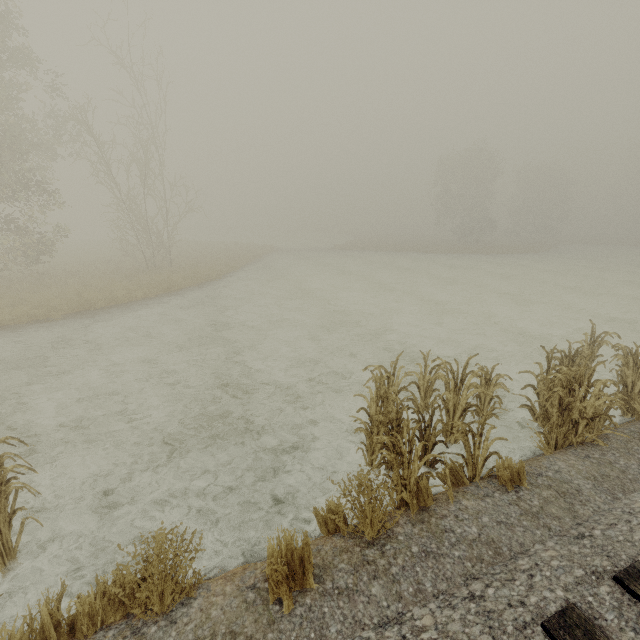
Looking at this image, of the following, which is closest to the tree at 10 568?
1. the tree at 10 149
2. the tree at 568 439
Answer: the tree at 568 439

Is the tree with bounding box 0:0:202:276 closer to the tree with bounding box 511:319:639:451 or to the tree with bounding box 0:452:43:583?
the tree with bounding box 0:452:43:583

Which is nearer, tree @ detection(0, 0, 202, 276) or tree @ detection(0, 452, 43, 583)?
tree @ detection(0, 452, 43, 583)

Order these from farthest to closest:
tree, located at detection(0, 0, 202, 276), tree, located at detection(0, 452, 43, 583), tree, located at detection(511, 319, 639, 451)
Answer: tree, located at detection(0, 0, 202, 276)
tree, located at detection(511, 319, 639, 451)
tree, located at detection(0, 452, 43, 583)

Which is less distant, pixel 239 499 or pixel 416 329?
pixel 239 499

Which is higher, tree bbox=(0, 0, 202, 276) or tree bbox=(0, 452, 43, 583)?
tree bbox=(0, 0, 202, 276)

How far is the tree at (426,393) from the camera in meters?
4.1 m

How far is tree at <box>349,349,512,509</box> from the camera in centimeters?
409cm
